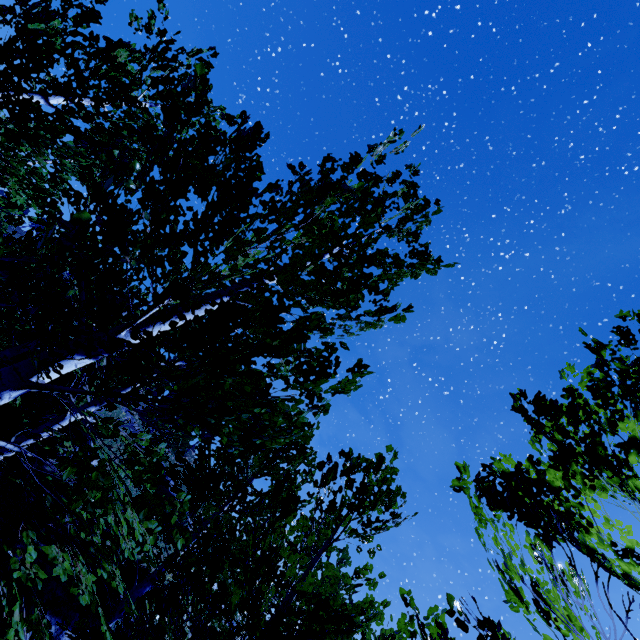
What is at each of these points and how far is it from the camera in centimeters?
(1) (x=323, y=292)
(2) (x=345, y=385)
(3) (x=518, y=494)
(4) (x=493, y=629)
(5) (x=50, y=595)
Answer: (1) instancedfoliageactor, 230cm
(2) instancedfoliageactor, 229cm
(3) instancedfoliageactor, 277cm
(4) instancedfoliageactor, 161cm
(5) rock, 934cm

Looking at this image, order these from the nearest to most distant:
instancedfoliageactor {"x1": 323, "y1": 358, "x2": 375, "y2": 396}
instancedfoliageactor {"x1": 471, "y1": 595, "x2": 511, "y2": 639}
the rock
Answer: instancedfoliageactor {"x1": 471, "y1": 595, "x2": 511, "y2": 639} < instancedfoliageactor {"x1": 323, "y1": 358, "x2": 375, "y2": 396} < the rock

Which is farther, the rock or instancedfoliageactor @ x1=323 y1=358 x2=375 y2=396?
the rock

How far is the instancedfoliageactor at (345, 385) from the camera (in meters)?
2.26

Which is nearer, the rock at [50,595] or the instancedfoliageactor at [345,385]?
the instancedfoliageactor at [345,385]

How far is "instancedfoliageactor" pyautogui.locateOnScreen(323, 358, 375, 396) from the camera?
2.26m
